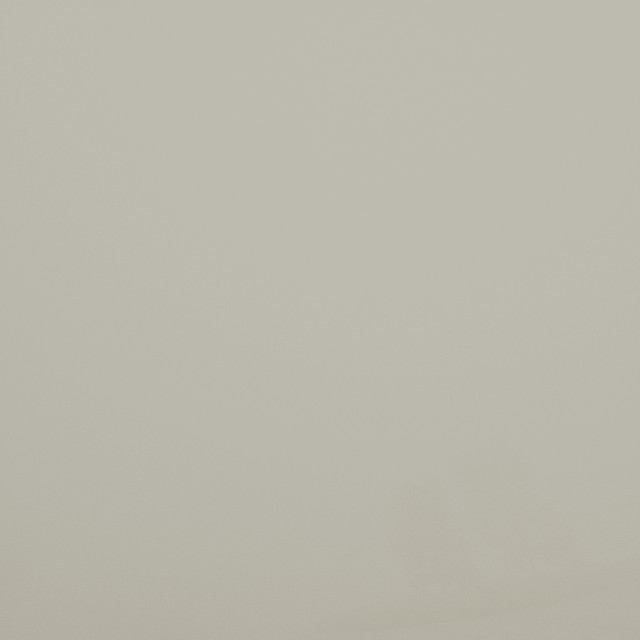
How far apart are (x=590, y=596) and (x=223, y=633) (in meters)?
63.57
